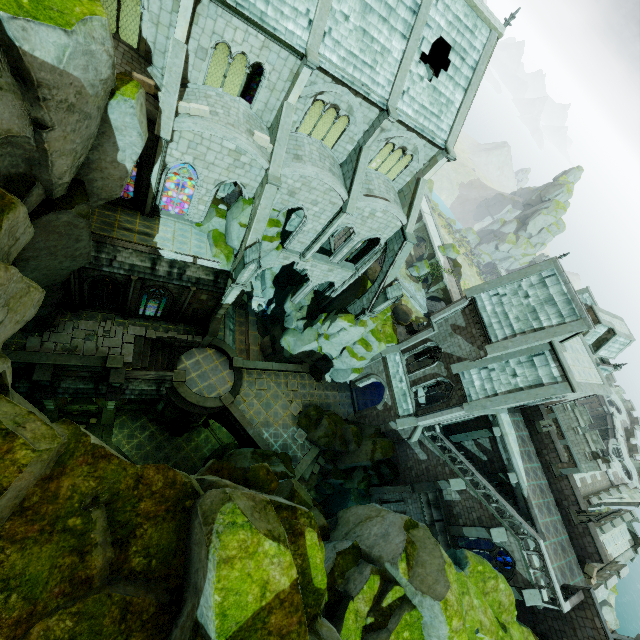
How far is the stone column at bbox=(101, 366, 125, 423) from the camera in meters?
22.2 m

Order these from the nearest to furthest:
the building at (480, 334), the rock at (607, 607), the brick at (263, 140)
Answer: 1. the brick at (263, 140)
2. the building at (480, 334)
3. the rock at (607, 607)

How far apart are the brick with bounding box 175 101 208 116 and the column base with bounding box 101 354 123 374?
15.67m

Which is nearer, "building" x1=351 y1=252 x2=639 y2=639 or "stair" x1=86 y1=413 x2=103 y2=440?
"building" x1=351 y1=252 x2=639 y2=639

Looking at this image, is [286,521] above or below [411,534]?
above

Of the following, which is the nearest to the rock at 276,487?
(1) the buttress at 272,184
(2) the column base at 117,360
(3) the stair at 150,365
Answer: (2) the column base at 117,360

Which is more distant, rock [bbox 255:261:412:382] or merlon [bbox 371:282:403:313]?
rock [bbox 255:261:412:382]

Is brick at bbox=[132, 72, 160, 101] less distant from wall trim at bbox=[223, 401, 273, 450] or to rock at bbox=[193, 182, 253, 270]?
rock at bbox=[193, 182, 253, 270]
